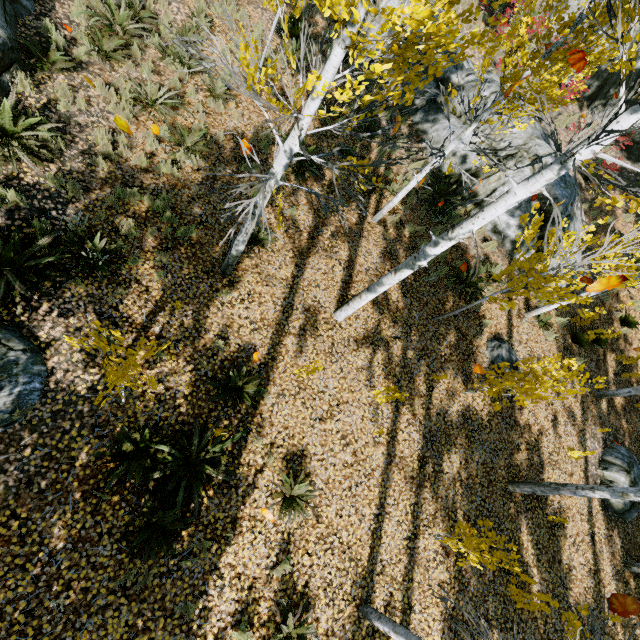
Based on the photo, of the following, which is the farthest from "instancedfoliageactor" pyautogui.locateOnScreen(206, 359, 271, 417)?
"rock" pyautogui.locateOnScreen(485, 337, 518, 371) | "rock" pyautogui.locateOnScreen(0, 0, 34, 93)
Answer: "rock" pyautogui.locateOnScreen(485, 337, 518, 371)

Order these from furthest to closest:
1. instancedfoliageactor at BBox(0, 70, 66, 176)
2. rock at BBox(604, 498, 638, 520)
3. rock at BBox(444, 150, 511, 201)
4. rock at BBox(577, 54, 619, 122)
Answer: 1. rock at BBox(577, 54, 619, 122)
2. rock at BBox(444, 150, 511, 201)
3. rock at BBox(604, 498, 638, 520)
4. instancedfoliageactor at BBox(0, 70, 66, 176)

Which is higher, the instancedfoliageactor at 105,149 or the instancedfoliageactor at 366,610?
the instancedfoliageactor at 366,610

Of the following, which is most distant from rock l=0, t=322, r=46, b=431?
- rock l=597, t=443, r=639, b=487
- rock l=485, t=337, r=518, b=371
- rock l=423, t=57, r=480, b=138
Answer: rock l=597, t=443, r=639, b=487

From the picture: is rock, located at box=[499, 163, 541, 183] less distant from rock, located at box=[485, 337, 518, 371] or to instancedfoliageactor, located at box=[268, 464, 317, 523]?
instancedfoliageactor, located at box=[268, 464, 317, 523]

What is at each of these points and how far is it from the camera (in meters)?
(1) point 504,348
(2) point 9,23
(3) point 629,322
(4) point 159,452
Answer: (1) rock, 8.96
(2) rock, 6.04
(3) instancedfoliageactor, 11.28
(4) instancedfoliageactor, 4.81

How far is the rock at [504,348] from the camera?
8.9 meters

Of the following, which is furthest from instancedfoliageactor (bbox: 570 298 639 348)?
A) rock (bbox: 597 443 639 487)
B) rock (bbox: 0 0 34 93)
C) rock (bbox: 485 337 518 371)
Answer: rock (bbox: 485 337 518 371)
